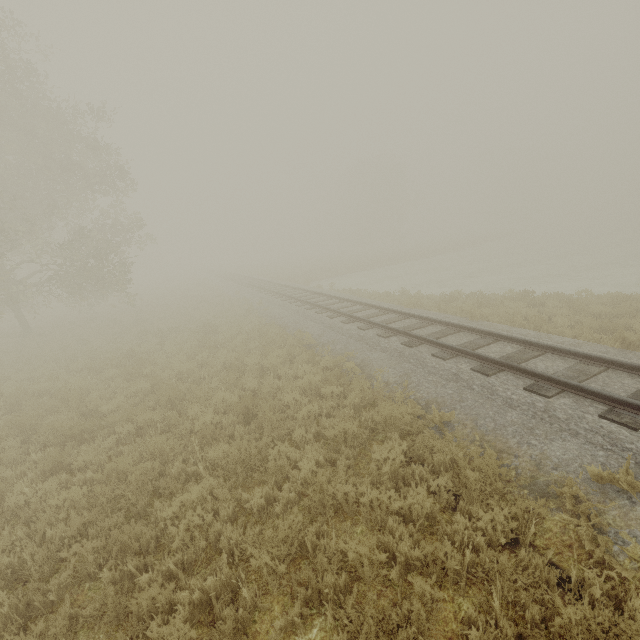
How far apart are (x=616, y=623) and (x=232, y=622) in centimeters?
371cm
